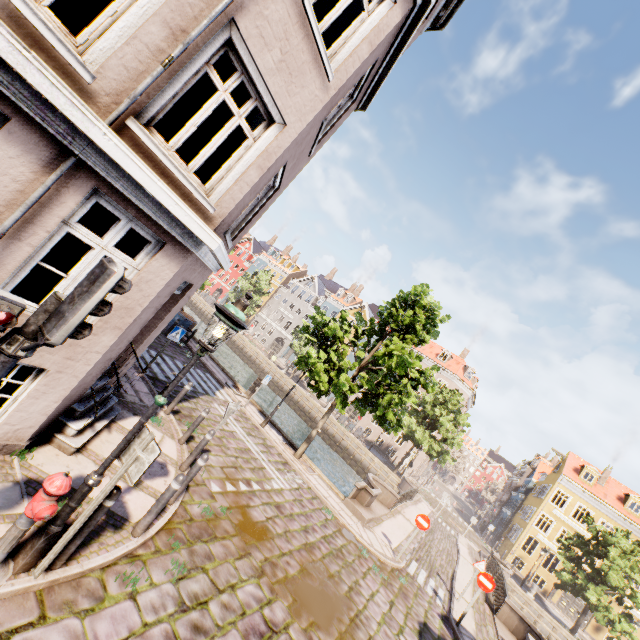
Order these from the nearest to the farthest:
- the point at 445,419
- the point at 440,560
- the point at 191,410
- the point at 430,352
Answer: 1. the point at 191,410
2. the point at 440,560
3. the point at 445,419
4. the point at 430,352

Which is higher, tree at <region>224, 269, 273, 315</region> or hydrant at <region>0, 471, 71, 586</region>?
tree at <region>224, 269, 273, 315</region>

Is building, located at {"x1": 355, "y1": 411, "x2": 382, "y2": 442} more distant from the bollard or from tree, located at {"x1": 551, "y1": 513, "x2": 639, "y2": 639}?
the bollard

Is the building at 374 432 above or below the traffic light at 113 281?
below

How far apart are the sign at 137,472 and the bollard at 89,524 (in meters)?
0.38

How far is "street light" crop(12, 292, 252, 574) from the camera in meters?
3.6

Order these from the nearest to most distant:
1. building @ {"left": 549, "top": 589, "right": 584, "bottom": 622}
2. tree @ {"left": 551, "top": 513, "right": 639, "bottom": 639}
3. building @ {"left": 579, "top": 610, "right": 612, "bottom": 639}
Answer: tree @ {"left": 551, "top": 513, "right": 639, "bottom": 639} < building @ {"left": 579, "top": 610, "right": 612, "bottom": 639} < building @ {"left": 549, "top": 589, "right": 584, "bottom": 622}

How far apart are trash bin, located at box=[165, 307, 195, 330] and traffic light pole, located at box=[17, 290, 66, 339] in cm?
1592
